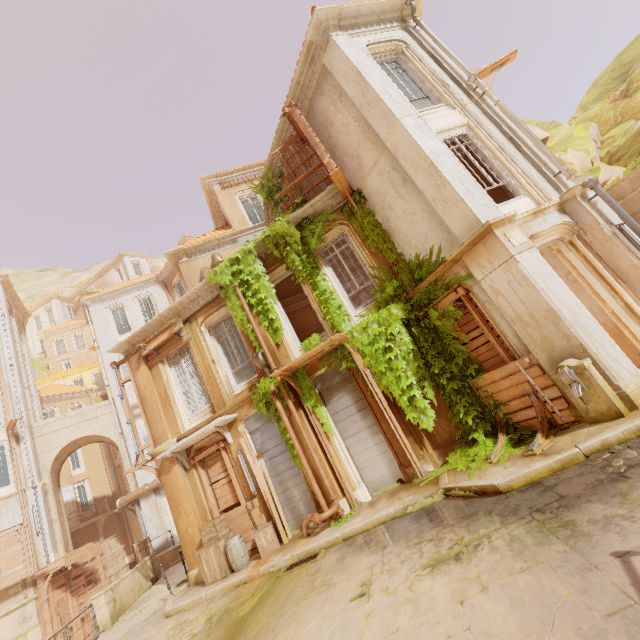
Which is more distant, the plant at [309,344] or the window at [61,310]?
the window at [61,310]

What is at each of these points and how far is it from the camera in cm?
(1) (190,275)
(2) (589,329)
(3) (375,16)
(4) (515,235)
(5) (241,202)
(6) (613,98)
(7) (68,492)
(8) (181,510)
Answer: (1) column, 1534
(2) column, 642
(3) trim, 1022
(4) plaque, 715
(5) window, 1820
(6) rock, 1764
(7) door, 2836
(8) column, 1102

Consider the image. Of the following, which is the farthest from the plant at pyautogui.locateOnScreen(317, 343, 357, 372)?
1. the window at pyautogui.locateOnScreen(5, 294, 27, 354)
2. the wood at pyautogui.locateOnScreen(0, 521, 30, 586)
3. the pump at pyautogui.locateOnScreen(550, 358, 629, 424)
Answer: the window at pyautogui.locateOnScreen(5, 294, 27, 354)

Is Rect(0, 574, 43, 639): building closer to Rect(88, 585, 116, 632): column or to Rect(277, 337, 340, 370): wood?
Rect(88, 585, 116, 632): column

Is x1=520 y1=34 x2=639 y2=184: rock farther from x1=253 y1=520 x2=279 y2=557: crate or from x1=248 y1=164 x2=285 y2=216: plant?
x1=253 y1=520 x2=279 y2=557: crate

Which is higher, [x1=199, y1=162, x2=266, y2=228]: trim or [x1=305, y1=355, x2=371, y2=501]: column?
[x1=199, y1=162, x2=266, y2=228]: trim

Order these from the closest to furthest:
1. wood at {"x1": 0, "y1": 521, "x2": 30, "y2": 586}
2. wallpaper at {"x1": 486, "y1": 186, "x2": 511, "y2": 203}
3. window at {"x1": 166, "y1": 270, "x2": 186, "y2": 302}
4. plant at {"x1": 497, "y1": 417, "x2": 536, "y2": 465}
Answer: plant at {"x1": 497, "y1": 417, "x2": 536, "y2": 465} < wallpaper at {"x1": 486, "y1": 186, "x2": 511, "y2": 203} < wood at {"x1": 0, "y1": 521, "x2": 30, "y2": 586} < window at {"x1": 166, "y1": 270, "x2": 186, "y2": 302}

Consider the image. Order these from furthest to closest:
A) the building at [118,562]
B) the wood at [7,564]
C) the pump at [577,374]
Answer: the building at [118,562]
the wood at [7,564]
the pump at [577,374]
